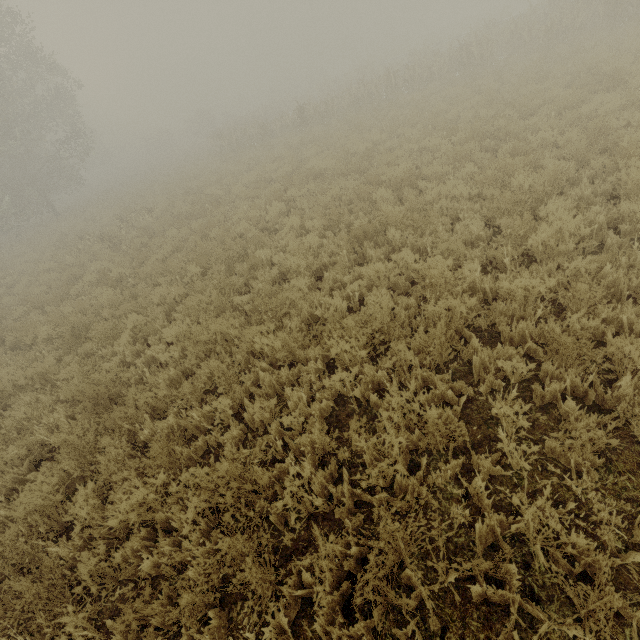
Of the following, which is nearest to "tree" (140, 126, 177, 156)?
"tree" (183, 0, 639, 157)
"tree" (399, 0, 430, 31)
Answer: "tree" (399, 0, 430, 31)

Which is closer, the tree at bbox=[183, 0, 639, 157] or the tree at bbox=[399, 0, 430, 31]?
the tree at bbox=[183, 0, 639, 157]

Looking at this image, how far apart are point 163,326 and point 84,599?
4.7 meters

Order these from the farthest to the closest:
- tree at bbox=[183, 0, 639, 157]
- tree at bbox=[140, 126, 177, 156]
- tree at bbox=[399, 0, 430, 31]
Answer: tree at bbox=[399, 0, 430, 31], tree at bbox=[140, 126, 177, 156], tree at bbox=[183, 0, 639, 157]

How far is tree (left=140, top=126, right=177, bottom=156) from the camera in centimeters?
5033cm

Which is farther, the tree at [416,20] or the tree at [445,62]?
the tree at [416,20]

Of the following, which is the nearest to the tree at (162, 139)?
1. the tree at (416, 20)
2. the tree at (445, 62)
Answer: the tree at (416, 20)
